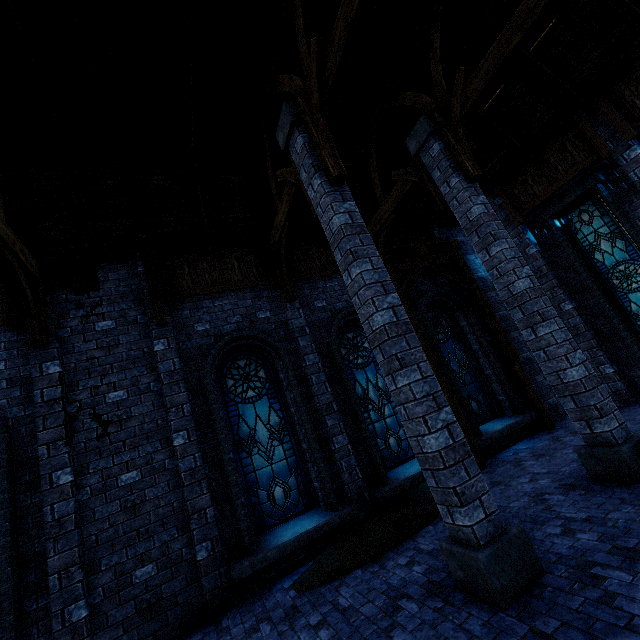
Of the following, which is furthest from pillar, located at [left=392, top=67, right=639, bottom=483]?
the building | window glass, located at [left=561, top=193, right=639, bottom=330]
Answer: window glass, located at [left=561, top=193, right=639, bottom=330]

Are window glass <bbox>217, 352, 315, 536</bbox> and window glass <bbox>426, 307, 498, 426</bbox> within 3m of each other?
no

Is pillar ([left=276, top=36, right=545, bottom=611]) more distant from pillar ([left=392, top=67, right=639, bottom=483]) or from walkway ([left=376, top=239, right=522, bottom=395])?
walkway ([left=376, top=239, right=522, bottom=395])

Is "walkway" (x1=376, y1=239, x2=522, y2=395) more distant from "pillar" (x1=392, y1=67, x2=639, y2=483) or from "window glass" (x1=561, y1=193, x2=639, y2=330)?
"window glass" (x1=561, y1=193, x2=639, y2=330)

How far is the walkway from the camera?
8.6m

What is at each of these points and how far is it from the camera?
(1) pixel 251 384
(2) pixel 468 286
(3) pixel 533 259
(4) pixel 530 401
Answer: (1) window glass, 7.4m
(2) walkway, 10.2m
(3) building, 9.8m
(4) wooden post, 9.1m

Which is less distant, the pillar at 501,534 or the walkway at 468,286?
the pillar at 501,534

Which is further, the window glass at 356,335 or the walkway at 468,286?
the walkway at 468,286
